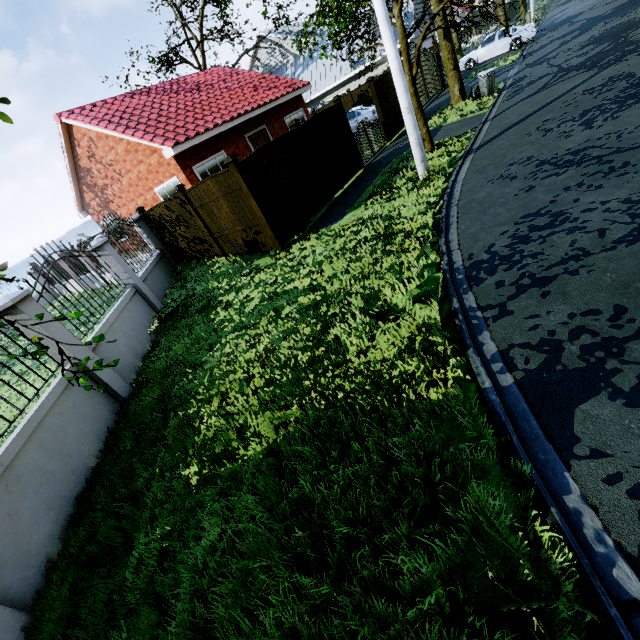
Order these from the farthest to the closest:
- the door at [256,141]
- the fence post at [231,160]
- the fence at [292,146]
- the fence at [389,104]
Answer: the door at [256,141]
the fence at [389,104]
the fence at [292,146]
the fence post at [231,160]

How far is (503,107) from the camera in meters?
11.3 m

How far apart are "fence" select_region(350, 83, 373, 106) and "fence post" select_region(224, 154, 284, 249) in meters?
19.8 m

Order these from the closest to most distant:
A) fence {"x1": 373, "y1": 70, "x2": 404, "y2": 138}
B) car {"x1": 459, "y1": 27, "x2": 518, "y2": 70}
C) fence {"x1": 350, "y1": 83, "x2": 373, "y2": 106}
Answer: fence {"x1": 373, "y1": 70, "x2": 404, "y2": 138}, car {"x1": 459, "y1": 27, "x2": 518, "y2": 70}, fence {"x1": 350, "y1": 83, "x2": 373, "y2": 106}

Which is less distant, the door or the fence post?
the fence post

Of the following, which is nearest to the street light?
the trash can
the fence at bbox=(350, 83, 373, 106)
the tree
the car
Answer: the tree

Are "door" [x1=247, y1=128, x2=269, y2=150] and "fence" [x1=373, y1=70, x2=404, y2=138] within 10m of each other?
yes

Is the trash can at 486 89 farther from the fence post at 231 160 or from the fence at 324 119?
the fence post at 231 160
